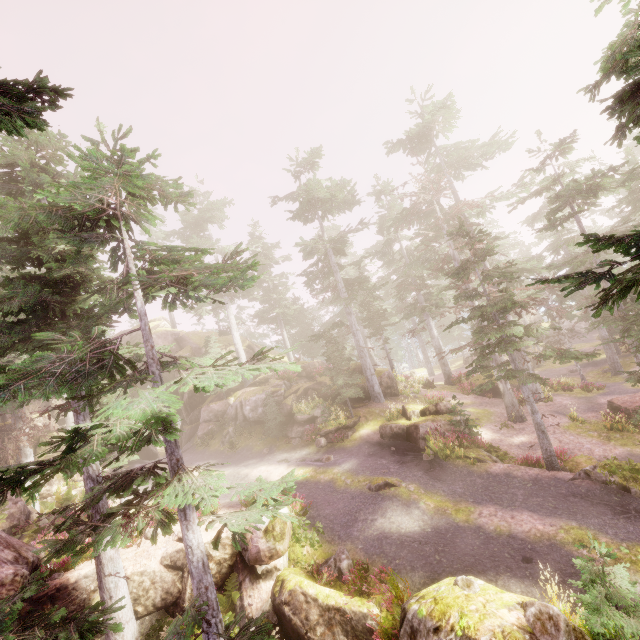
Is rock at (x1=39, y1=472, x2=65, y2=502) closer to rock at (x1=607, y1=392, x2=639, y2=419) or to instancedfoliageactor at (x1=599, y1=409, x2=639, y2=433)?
instancedfoliageactor at (x1=599, y1=409, x2=639, y2=433)

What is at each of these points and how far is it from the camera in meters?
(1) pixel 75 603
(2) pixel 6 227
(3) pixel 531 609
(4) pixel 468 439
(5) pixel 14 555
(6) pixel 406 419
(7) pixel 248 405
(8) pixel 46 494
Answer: (1) rock, 11.8
(2) instancedfoliageactor, 11.3
(3) instancedfoliageactor, 6.3
(4) instancedfoliageactor, 17.3
(5) rock, 10.9
(6) rock, 20.1
(7) rock, 27.2
(8) rock, 23.6

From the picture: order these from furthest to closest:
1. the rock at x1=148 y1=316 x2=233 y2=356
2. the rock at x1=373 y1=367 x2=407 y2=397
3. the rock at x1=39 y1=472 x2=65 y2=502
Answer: the rock at x1=148 y1=316 x2=233 y2=356
the rock at x1=373 y1=367 x2=407 y2=397
the rock at x1=39 y1=472 x2=65 y2=502

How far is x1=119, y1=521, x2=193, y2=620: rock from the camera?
12.1m

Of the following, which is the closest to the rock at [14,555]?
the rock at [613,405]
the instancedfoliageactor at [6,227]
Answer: the instancedfoliageactor at [6,227]

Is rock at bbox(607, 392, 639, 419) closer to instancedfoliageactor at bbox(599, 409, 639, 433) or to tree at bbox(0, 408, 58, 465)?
instancedfoliageactor at bbox(599, 409, 639, 433)

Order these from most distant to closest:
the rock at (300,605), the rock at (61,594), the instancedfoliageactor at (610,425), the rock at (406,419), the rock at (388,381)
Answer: the rock at (388,381) < the rock at (406,419) < the instancedfoliageactor at (610,425) < the rock at (61,594) < the rock at (300,605)
